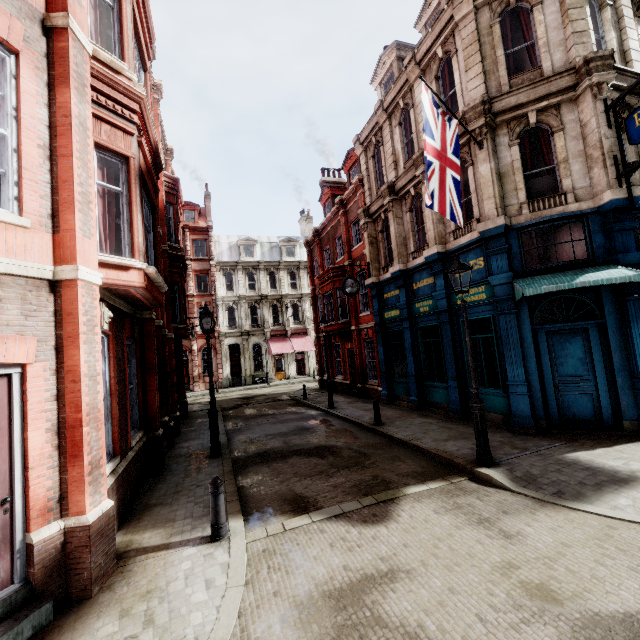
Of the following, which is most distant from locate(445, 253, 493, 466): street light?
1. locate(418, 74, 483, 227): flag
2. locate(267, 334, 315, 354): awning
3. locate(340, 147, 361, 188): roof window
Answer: locate(267, 334, 315, 354): awning

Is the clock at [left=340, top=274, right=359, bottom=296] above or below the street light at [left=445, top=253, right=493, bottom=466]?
above

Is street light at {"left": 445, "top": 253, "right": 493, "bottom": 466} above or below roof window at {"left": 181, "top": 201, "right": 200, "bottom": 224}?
below

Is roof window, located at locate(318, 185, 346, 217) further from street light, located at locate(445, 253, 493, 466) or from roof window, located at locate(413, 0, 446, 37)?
street light, located at locate(445, 253, 493, 466)

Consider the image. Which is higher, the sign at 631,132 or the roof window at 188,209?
the roof window at 188,209

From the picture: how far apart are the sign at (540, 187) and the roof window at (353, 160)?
10.7m

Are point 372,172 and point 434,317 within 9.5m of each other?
yes

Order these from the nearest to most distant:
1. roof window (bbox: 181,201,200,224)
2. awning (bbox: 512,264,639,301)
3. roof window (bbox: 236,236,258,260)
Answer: awning (bbox: 512,264,639,301), roof window (bbox: 181,201,200,224), roof window (bbox: 236,236,258,260)
